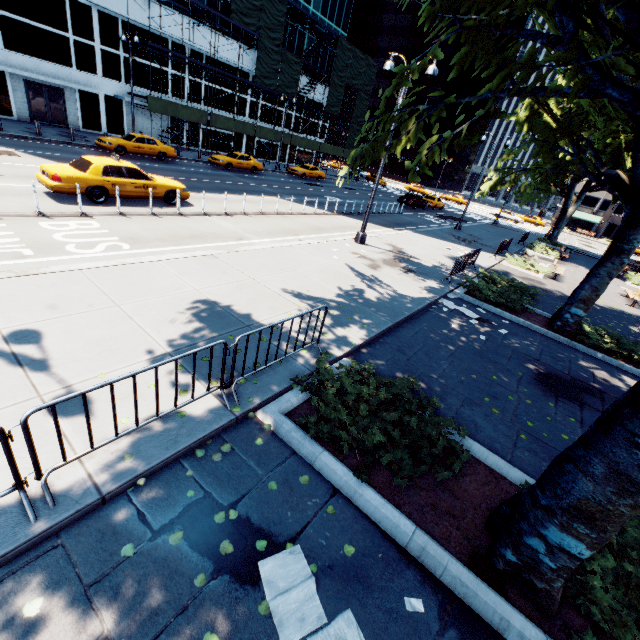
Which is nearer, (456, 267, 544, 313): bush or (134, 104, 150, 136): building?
(456, 267, 544, 313): bush

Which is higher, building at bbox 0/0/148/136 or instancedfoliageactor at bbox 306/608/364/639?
building at bbox 0/0/148/136

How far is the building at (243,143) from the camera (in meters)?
39.74

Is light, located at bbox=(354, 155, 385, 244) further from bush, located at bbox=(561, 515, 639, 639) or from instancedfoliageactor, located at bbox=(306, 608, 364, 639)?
bush, located at bbox=(561, 515, 639, 639)

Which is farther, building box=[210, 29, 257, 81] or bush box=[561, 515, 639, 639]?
building box=[210, 29, 257, 81]

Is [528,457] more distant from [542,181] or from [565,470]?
[542,181]

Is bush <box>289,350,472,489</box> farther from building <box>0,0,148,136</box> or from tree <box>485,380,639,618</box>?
building <box>0,0,148,136</box>

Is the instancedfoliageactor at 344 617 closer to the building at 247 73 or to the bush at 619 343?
the bush at 619 343
